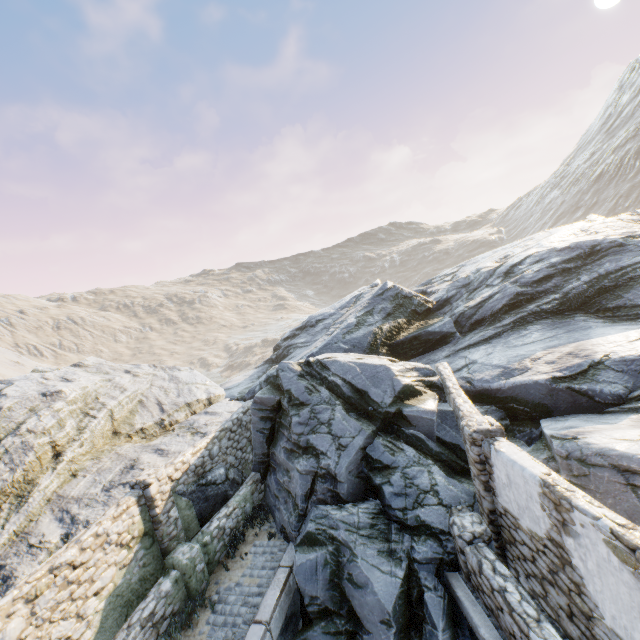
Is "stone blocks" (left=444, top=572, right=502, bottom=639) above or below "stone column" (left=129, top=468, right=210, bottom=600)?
below

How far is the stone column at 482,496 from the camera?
6.78m

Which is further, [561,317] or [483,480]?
[561,317]

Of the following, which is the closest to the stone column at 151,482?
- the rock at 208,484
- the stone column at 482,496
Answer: the rock at 208,484

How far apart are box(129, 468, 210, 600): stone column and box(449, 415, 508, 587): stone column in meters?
6.5 m

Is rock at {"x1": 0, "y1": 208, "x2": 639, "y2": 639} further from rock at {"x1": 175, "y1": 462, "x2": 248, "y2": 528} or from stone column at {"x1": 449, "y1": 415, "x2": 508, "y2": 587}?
rock at {"x1": 175, "y1": 462, "x2": 248, "y2": 528}

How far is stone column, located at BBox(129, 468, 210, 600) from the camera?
8.3m

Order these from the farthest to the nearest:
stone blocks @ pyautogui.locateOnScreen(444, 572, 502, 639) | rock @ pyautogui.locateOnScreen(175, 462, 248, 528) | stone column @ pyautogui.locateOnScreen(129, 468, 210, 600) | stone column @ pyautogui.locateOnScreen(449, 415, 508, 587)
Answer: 1. rock @ pyautogui.locateOnScreen(175, 462, 248, 528)
2. stone column @ pyautogui.locateOnScreen(129, 468, 210, 600)
3. stone column @ pyautogui.locateOnScreen(449, 415, 508, 587)
4. stone blocks @ pyautogui.locateOnScreen(444, 572, 502, 639)
